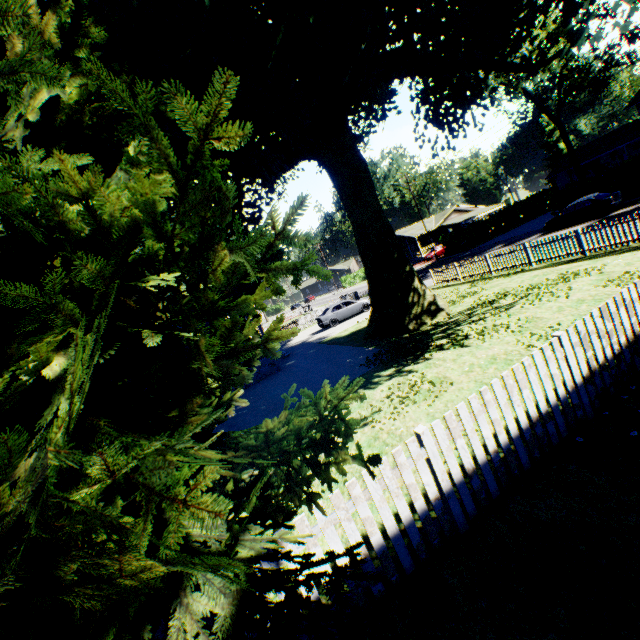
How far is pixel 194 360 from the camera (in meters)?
2.60

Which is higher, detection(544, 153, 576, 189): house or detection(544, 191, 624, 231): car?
detection(544, 153, 576, 189): house

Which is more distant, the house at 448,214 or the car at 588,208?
the house at 448,214

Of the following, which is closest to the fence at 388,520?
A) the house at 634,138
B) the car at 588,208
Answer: the car at 588,208

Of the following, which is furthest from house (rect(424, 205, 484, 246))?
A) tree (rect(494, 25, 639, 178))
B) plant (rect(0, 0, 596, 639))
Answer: tree (rect(494, 25, 639, 178))

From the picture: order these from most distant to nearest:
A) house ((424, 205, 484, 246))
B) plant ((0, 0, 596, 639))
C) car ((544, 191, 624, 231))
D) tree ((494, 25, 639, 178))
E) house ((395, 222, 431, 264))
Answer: house ((424, 205, 484, 246))
house ((395, 222, 431, 264))
tree ((494, 25, 639, 178))
car ((544, 191, 624, 231))
plant ((0, 0, 596, 639))

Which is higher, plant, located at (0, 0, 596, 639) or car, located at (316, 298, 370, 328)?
plant, located at (0, 0, 596, 639)

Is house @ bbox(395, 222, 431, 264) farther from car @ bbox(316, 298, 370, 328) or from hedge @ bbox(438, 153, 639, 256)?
car @ bbox(316, 298, 370, 328)
